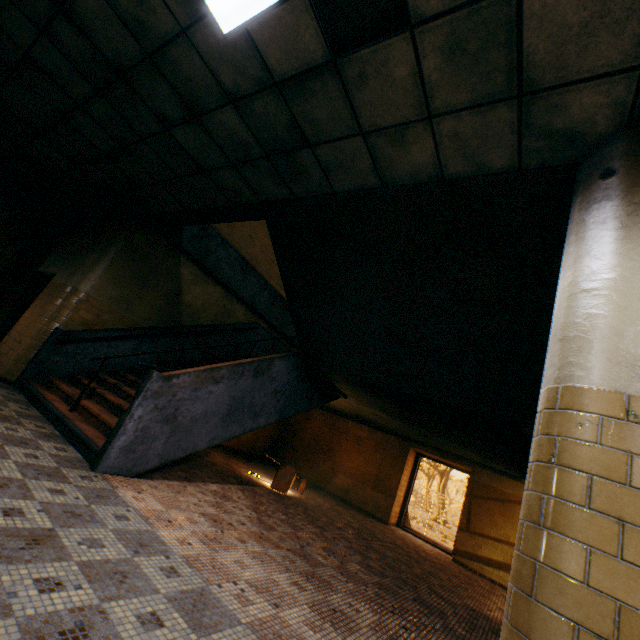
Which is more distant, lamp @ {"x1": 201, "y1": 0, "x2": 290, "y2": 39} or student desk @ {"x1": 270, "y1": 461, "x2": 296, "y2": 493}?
student desk @ {"x1": 270, "y1": 461, "x2": 296, "y2": 493}

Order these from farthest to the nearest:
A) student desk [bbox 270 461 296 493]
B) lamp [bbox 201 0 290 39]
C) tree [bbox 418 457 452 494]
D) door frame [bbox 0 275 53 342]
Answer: A: tree [bbox 418 457 452 494] < door frame [bbox 0 275 53 342] < student desk [bbox 270 461 296 493] < lamp [bbox 201 0 290 39]

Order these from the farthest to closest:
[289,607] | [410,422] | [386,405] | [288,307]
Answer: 1. [288,307]
2. [410,422]
3. [386,405]
4. [289,607]

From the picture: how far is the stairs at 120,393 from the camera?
3.3 meters

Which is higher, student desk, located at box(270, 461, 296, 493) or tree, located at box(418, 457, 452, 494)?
tree, located at box(418, 457, 452, 494)

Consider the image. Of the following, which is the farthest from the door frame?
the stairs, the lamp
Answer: the lamp

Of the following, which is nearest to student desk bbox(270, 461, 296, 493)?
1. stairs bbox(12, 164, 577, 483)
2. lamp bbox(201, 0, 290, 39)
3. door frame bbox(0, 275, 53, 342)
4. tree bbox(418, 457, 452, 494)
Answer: stairs bbox(12, 164, 577, 483)

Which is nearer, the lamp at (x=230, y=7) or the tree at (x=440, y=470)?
the lamp at (x=230, y=7)
